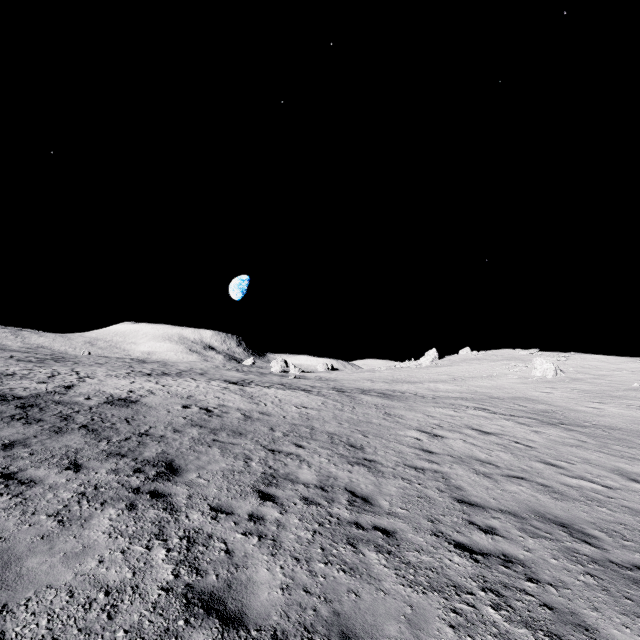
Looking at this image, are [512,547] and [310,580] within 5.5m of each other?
yes
